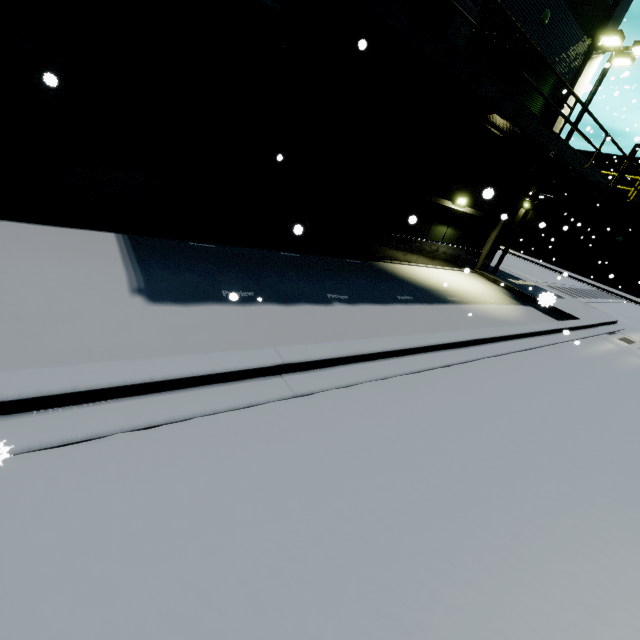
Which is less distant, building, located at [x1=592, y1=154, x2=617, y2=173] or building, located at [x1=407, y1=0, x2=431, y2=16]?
building, located at [x1=407, y1=0, x2=431, y2=16]

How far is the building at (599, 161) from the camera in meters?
30.3

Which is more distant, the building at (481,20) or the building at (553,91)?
the building at (553,91)

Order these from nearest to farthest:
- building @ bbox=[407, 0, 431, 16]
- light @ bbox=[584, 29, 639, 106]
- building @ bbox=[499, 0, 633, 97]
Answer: building @ bbox=[407, 0, 431, 16] < building @ bbox=[499, 0, 633, 97] < light @ bbox=[584, 29, 639, 106]

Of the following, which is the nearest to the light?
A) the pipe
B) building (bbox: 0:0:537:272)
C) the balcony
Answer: building (bbox: 0:0:537:272)

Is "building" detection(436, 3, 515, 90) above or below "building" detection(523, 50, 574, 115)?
below

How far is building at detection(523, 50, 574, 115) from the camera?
11.38m

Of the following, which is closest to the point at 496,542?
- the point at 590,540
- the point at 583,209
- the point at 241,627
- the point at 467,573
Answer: the point at 467,573
